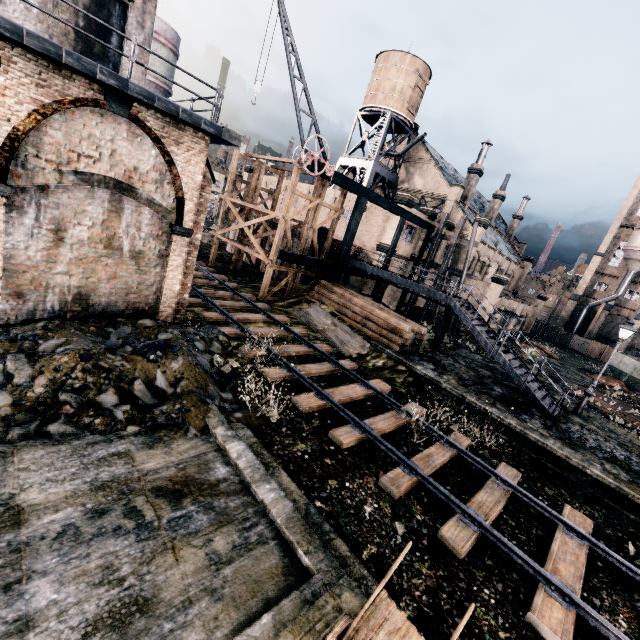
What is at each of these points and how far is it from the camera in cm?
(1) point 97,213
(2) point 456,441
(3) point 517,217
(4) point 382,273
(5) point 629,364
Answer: (1) building, 1088
(2) railway, 1192
(3) chimney, 5956
(4) stairs, 2338
(5) rail car container, 3472

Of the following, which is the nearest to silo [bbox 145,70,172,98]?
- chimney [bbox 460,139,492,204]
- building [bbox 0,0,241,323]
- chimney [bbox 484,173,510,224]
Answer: building [bbox 0,0,241,323]

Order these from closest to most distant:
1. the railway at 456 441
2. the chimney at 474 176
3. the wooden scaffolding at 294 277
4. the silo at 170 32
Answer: the railway at 456 441, the wooden scaffolding at 294 277, the silo at 170 32, the chimney at 474 176

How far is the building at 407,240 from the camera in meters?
31.0

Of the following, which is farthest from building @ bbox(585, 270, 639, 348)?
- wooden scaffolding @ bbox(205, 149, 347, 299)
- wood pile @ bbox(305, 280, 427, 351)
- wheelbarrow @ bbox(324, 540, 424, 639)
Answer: wheelbarrow @ bbox(324, 540, 424, 639)

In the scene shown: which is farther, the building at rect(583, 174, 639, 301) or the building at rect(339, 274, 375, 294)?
the building at rect(583, 174, 639, 301)

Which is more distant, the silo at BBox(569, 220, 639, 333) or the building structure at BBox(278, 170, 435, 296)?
the silo at BBox(569, 220, 639, 333)
